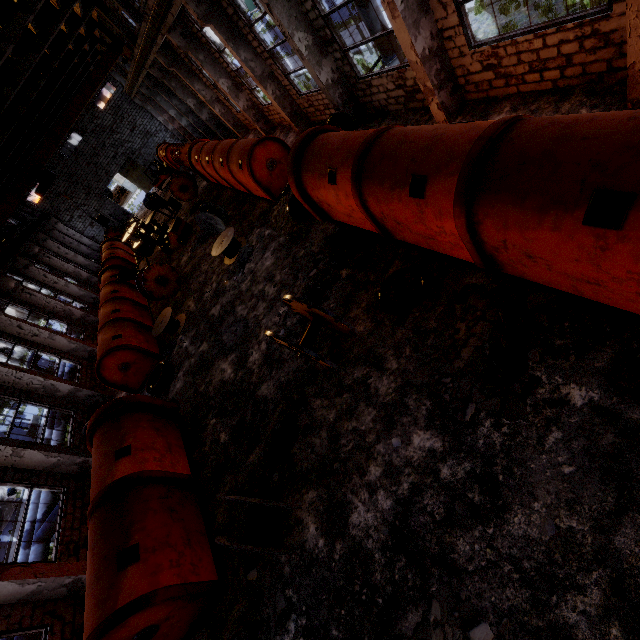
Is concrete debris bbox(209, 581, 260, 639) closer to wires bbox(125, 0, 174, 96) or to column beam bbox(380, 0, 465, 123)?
wires bbox(125, 0, 174, 96)

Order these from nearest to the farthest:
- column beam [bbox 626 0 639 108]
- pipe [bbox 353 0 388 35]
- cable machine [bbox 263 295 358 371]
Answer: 1. column beam [bbox 626 0 639 108]
2. cable machine [bbox 263 295 358 371]
3. pipe [bbox 353 0 388 35]

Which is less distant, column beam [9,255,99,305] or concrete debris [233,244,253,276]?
concrete debris [233,244,253,276]

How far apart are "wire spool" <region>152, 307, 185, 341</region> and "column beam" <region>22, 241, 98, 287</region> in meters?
19.1 m

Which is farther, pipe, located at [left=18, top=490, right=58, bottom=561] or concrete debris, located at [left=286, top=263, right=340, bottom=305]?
pipe, located at [left=18, top=490, right=58, bottom=561]

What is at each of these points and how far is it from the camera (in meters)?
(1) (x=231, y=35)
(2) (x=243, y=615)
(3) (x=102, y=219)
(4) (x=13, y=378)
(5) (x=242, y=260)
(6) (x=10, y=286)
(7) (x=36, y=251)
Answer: (1) column beam, 12.95
(2) concrete debris, 6.37
(3) wire spool, 25.09
(4) column beam, 13.96
(5) concrete debris, 13.70
(6) column beam, 19.69
(7) column beam, 26.52

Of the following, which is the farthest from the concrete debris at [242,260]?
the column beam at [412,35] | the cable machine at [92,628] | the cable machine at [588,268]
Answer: the column beam at [412,35]

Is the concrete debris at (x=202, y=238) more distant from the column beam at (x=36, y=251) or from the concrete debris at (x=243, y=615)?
Result: the column beam at (x=36, y=251)
